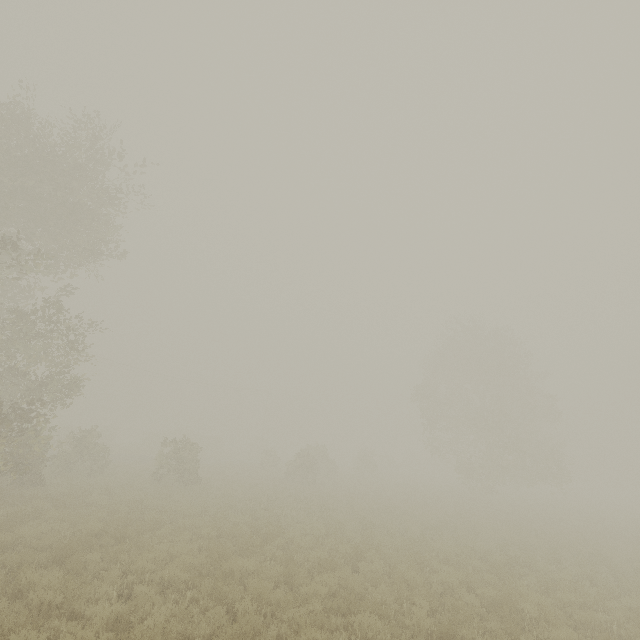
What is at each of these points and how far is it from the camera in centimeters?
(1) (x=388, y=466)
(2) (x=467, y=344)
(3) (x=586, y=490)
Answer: (1) tree, 5384cm
(2) tree, 3428cm
(3) tree, 5819cm

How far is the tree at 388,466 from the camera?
38.8m

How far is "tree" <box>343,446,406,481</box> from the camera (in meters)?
38.81

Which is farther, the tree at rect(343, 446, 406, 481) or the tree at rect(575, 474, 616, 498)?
the tree at rect(575, 474, 616, 498)

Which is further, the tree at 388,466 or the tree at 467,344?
the tree at 388,466
